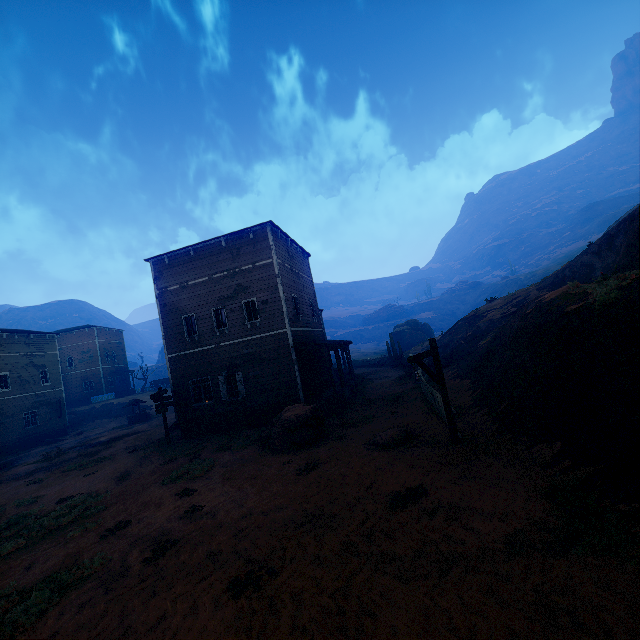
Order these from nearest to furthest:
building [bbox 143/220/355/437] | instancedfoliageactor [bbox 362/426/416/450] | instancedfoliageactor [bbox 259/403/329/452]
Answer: instancedfoliageactor [bbox 362/426/416/450], instancedfoliageactor [bbox 259/403/329/452], building [bbox 143/220/355/437]

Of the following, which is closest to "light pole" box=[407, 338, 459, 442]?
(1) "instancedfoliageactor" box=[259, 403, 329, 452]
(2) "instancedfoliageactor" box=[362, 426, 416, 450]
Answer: (2) "instancedfoliageactor" box=[362, 426, 416, 450]

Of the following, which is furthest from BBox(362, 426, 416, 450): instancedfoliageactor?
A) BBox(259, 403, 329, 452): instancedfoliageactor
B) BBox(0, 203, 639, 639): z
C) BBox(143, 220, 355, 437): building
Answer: BBox(143, 220, 355, 437): building

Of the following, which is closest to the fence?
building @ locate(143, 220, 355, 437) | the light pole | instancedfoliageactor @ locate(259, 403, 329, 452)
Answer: the light pole

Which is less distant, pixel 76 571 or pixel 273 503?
pixel 76 571

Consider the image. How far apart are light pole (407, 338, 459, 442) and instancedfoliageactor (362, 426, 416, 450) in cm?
153

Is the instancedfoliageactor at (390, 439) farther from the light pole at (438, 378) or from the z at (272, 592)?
the light pole at (438, 378)

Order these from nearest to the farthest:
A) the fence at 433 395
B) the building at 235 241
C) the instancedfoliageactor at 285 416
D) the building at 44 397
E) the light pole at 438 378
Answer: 1. the light pole at 438 378
2. the fence at 433 395
3. the instancedfoliageactor at 285 416
4. the building at 235 241
5. the building at 44 397
